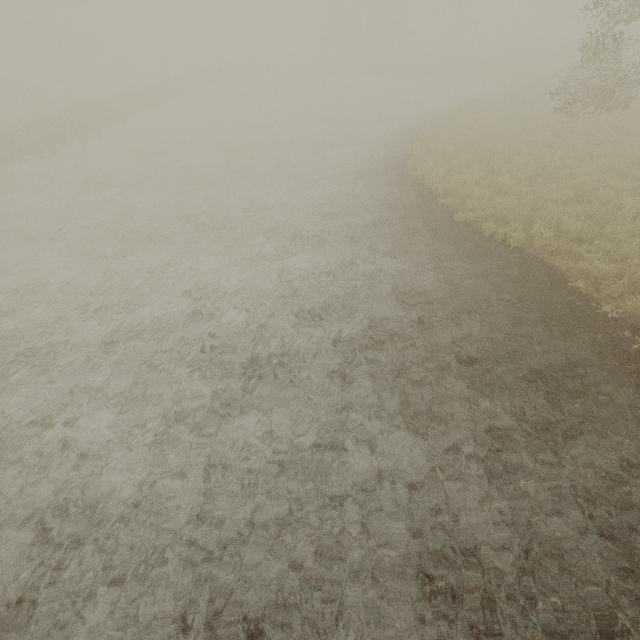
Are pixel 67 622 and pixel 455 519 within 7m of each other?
yes
